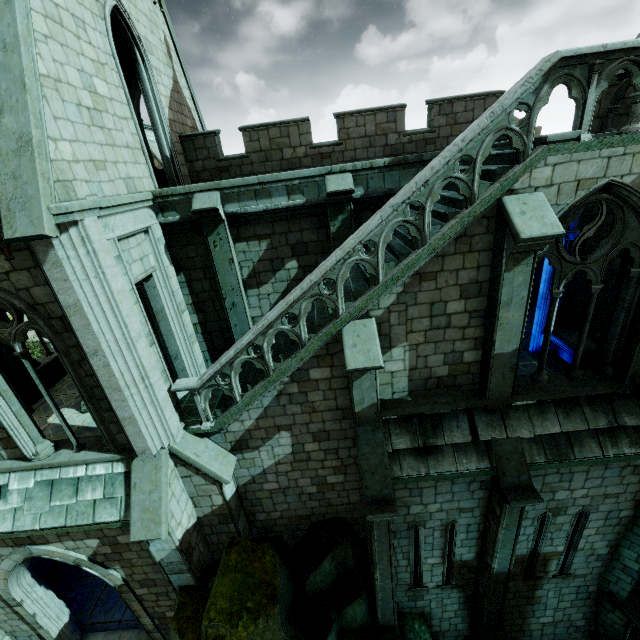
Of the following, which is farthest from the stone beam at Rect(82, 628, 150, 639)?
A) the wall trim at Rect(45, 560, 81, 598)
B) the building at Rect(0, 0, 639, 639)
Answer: the wall trim at Rect(45, 560, 81, 598)

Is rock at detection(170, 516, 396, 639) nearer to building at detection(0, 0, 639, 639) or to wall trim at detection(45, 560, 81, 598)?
building at detection(0, 0, 639, 639)

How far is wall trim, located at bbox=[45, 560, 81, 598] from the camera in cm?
1141

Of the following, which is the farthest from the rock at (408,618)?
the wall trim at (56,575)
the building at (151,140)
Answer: the wall trim at (56,575)

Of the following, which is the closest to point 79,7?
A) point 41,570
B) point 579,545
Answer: point 41,570

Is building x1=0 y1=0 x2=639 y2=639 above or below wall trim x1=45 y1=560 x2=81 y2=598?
above

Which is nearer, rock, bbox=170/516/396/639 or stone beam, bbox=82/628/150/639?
rock, bbox=170/516/396/639
